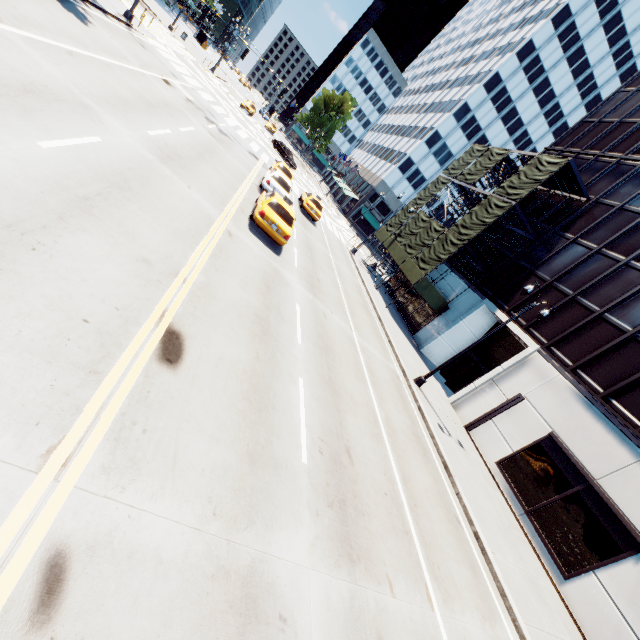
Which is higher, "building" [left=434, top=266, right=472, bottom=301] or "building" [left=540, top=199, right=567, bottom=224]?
"building" [left=540, top=199, right=567, bottom=224]

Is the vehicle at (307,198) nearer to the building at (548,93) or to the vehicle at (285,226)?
the vehicle at (285,226)

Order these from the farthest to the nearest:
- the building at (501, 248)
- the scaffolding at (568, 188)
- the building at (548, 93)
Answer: the building at (501, 248) < the scaffolding at (568, 188) < the building at (548, 93)

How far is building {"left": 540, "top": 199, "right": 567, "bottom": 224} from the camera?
24.0m

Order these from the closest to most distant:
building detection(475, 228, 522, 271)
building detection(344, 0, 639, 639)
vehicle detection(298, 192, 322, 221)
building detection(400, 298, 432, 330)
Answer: building detection(344, 0, 639, 639) → building detection(475, 228, 522, 271) → vehicle detection(298, 192, 322, 221) → building detection(400, 298, 432, 330)

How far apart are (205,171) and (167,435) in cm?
1275

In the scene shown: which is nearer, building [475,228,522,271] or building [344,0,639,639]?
building [344,0,639,639]

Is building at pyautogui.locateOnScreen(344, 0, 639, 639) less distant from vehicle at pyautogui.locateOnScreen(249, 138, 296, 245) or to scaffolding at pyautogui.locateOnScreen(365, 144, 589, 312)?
scaffolding at pyautogui.locateOnScreen(365, 144, 589, 312)
